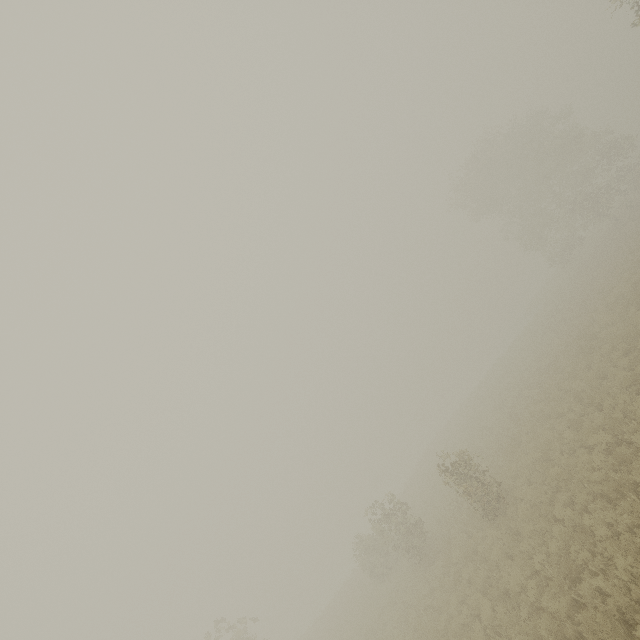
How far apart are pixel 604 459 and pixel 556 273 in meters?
49.7
